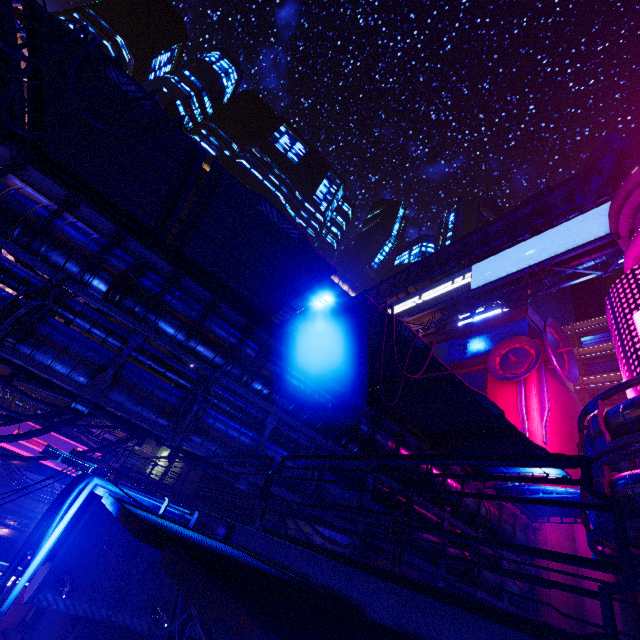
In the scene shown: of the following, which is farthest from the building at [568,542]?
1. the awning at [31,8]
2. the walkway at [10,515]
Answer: the walkway at [10,515]

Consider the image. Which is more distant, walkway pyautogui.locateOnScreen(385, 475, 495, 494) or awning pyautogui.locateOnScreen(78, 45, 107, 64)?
walkway pyautogui.locateOnScreen(385, 475, 495, 494)

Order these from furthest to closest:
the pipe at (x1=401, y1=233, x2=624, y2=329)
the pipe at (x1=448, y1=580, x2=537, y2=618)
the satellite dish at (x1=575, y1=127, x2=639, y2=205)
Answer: the pipe at (x1=401, y1=233, x2=624, y2=329) < the satellite dish at (x1=575, y1=127, x2=639, y2=205) < the pipe at (x1=448, y1=580, x2=537, y2=618)

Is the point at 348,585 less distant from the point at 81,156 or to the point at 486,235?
the point at 81,156

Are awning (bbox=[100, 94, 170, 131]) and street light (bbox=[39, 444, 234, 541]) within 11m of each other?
yes

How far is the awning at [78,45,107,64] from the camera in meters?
6.4

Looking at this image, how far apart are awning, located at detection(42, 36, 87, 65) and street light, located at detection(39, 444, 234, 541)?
6.36m

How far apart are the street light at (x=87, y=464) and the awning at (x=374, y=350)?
6.22m
